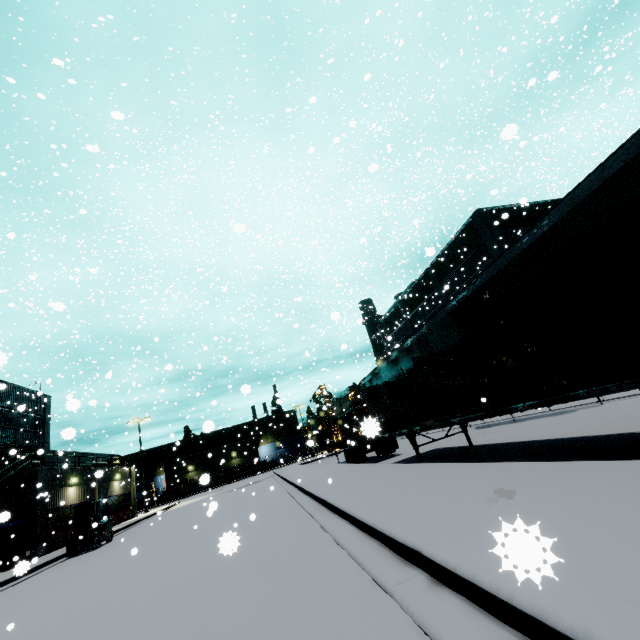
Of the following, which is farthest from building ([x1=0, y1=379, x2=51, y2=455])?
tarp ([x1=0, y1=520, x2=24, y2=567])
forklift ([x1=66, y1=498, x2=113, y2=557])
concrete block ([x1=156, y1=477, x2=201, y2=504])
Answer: forklift ([x1=66, y1=498, x2=113, y2=557])

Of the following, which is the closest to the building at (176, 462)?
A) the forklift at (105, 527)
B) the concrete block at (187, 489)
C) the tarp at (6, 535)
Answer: the concrete block at (187, 489)

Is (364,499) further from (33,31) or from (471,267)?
(471,267)

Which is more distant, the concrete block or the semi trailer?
the concrete block

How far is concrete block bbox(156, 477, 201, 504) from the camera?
54.0m

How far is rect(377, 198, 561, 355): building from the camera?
25.7m

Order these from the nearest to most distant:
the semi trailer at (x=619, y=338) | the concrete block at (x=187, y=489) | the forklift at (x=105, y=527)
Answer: the semi trailer at (x=619, y=338)
the forklift at (x=105, y=527)
the concrete block at (x=187, y=489)

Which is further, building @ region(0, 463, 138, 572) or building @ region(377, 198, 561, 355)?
building @ region(377, 198, 561, 355)
